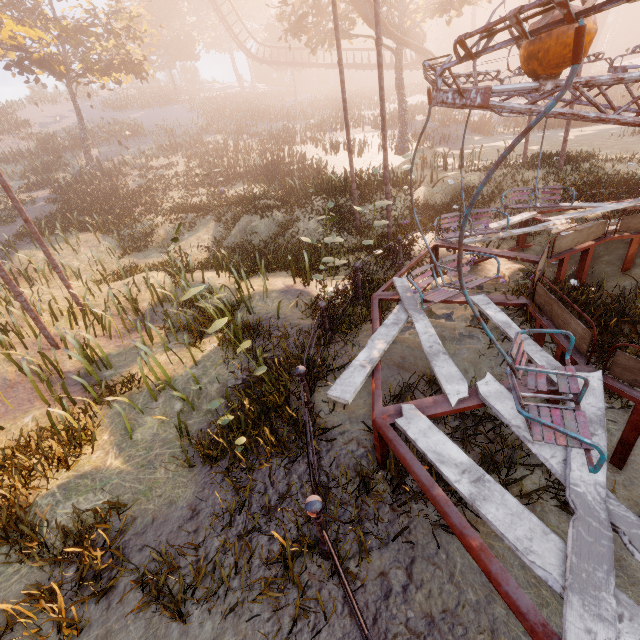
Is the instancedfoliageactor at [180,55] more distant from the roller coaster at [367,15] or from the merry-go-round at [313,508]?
the merry-go-round at [313,508]

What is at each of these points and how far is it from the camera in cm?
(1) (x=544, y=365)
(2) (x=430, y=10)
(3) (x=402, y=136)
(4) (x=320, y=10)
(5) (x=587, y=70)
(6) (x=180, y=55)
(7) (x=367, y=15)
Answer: (1) merry-go-round, 316
(2) tree, 2342
(3) tree, 2256
(4) tree, 1839
(5) instancedfoliageactor, 4862
(6) instancedfoliageactor, 4588
(7) roller coaster, 1755

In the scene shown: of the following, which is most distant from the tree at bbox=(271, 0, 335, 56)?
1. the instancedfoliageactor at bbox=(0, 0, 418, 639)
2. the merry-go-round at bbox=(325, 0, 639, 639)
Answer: the merry-go-round at bbox=(325, 0, 639, 639)

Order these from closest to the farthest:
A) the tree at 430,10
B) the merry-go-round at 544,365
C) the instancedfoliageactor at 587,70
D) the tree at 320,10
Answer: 1. the merry-go-round at 544,365
2. the tree at 320,10
3. the tree at 430,10
4. the instancedfoliageactor at 587,70

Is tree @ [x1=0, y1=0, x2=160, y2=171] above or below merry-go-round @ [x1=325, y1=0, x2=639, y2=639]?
above

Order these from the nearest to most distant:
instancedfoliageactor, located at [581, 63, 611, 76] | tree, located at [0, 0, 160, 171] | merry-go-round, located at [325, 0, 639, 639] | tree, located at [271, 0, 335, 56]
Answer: merry-go-round, located at [325, 0, 639, 639], tree, located at [0, 0, 160, 171], tree, located at [271, 0, 335, 56], instancedfoliageactor, located at [581, 63, 611, 76]

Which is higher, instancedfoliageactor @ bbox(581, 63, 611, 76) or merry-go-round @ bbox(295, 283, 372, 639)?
instancedfoliageactor @ bbox(581, 63, 611, 76)

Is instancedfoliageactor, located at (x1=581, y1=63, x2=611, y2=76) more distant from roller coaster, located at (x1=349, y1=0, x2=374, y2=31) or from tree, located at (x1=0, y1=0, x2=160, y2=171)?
roller coaster, located at (x1=349, y1=0, x2=374, y2=31)
